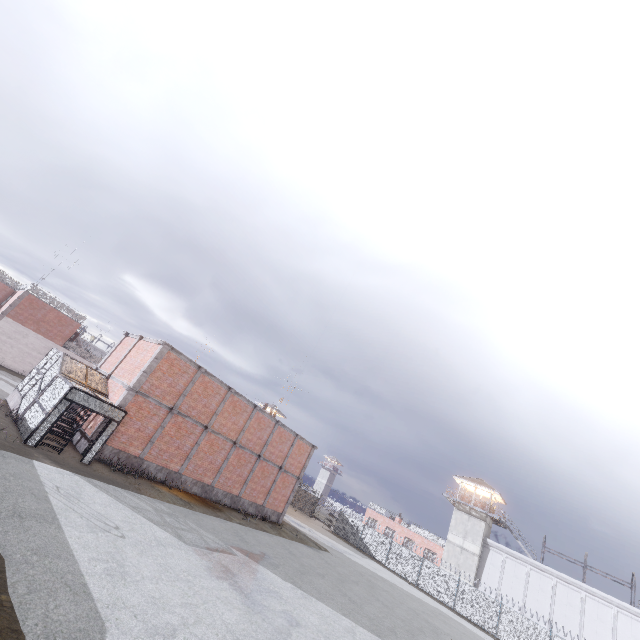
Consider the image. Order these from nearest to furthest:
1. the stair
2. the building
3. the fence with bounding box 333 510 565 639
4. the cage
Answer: the cage < the stair < the fence with bounding box 333 510 565 639 < the building

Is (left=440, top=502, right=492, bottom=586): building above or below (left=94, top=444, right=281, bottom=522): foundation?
above

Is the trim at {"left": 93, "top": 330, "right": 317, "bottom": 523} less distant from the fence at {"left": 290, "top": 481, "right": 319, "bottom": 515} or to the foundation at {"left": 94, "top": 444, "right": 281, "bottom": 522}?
the foundation at {"left": 94, "top": 444, "right": 281, "bottom": 522}

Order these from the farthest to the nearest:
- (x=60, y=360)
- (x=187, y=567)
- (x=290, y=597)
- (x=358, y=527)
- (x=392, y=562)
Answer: (x=358, y=527) < (x=392, y=562) < (x=60, y=360) < (x=290, y=597) < (x=187, y=567)

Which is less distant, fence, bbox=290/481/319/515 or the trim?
the trim

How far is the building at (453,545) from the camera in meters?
40.0 m

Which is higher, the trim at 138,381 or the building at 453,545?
the building at 453,545

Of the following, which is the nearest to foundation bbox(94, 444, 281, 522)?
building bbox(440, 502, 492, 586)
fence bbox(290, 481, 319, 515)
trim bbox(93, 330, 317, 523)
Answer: trim bbox(93, 330, 317, 523)
